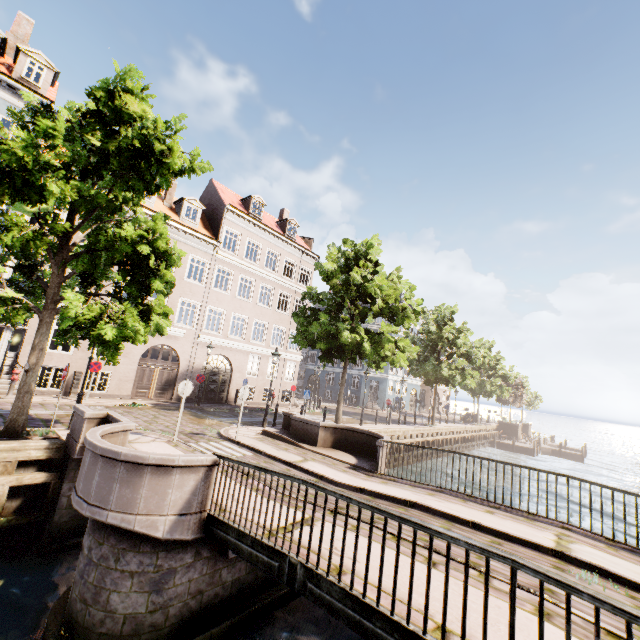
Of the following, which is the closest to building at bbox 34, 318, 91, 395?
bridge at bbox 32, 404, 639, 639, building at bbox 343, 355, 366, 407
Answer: bridge at bbox 32, 404, 639, 639

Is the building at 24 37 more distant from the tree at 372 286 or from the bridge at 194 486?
the bridge at 194 486

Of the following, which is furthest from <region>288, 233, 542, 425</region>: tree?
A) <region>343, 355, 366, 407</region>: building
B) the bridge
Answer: <region>343, 355, 366, 407</region>: building

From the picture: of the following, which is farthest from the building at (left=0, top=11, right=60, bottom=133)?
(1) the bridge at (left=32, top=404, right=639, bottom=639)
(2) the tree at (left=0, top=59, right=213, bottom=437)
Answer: (1) the bridge at (left=32, top=404, right=639, bottom=639)

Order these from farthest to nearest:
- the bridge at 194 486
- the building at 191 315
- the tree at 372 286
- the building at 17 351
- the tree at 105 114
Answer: the building at 191 315
the tree at 372 286
the building at 17 351
the tree at 105 114
the bridge at 194 486

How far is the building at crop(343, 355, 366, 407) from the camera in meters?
39.9 m

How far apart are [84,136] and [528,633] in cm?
1383
